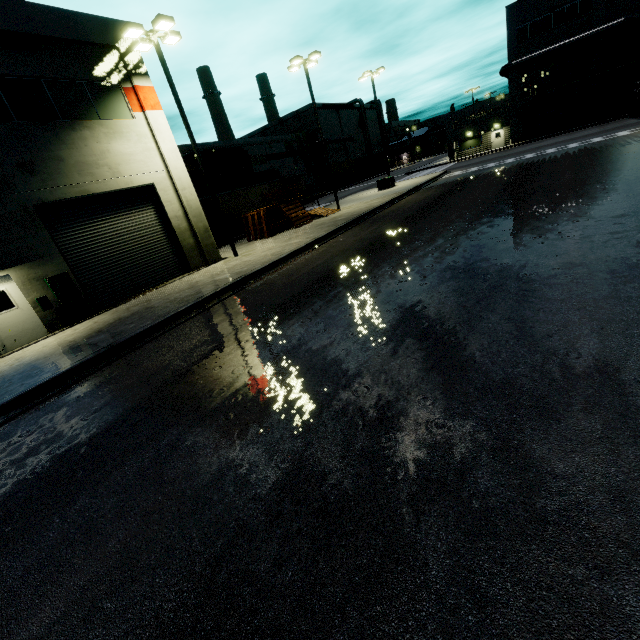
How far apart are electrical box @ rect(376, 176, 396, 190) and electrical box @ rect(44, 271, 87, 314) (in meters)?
26.96

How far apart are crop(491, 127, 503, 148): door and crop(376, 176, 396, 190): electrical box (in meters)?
23.36

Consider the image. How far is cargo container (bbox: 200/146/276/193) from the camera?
30.6m

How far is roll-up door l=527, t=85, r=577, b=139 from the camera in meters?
38.9 m

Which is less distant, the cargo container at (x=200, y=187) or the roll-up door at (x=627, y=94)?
the cargo container at (x=200, y=187)

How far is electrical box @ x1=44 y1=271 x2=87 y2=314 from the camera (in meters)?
12.32

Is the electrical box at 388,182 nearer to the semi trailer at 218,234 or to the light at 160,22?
the semi trailer at 218,234

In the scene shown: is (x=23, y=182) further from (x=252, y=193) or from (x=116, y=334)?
(x=252, y=193)
